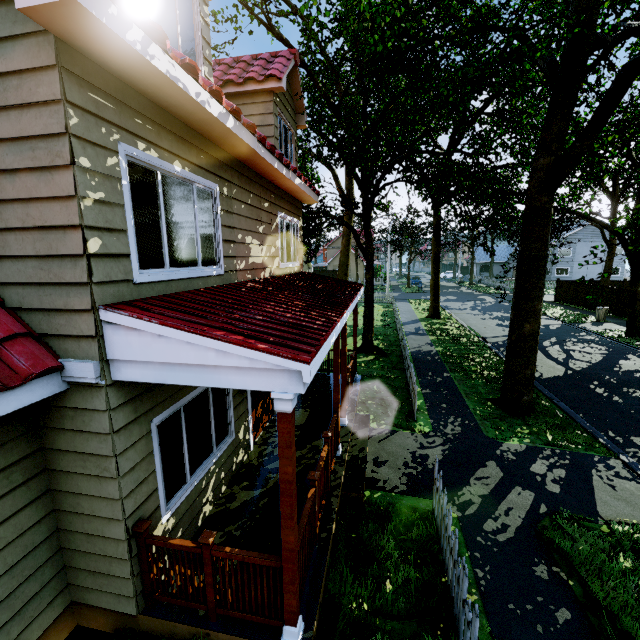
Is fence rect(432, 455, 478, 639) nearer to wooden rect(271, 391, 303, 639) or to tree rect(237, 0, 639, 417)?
tree rect(237, 0, 639, 417)

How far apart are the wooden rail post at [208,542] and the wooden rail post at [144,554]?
0.69m

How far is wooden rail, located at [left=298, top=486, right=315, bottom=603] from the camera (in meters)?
3.63

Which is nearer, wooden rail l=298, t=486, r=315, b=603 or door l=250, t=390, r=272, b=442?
wooden rail l=298, t=486, r=315, b=603

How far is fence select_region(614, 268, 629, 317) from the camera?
22.9 meters

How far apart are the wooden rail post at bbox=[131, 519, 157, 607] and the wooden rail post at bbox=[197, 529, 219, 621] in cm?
69

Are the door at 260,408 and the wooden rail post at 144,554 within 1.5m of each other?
no

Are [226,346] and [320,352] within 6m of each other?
yes
